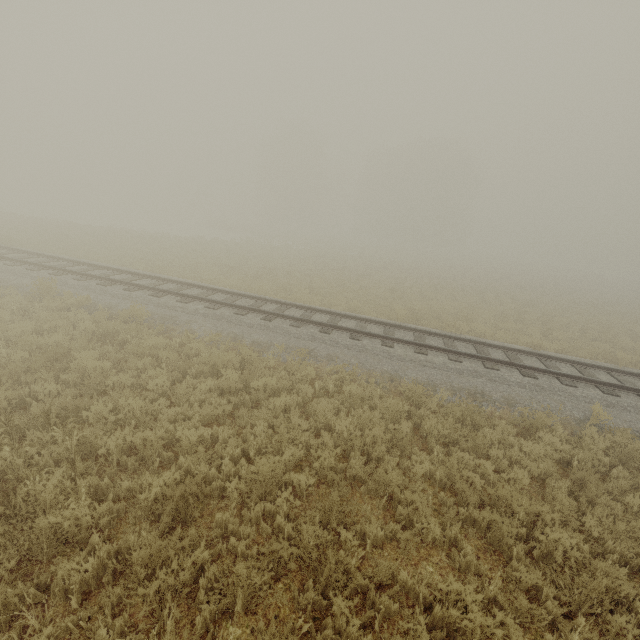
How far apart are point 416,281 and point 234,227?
35.5m
